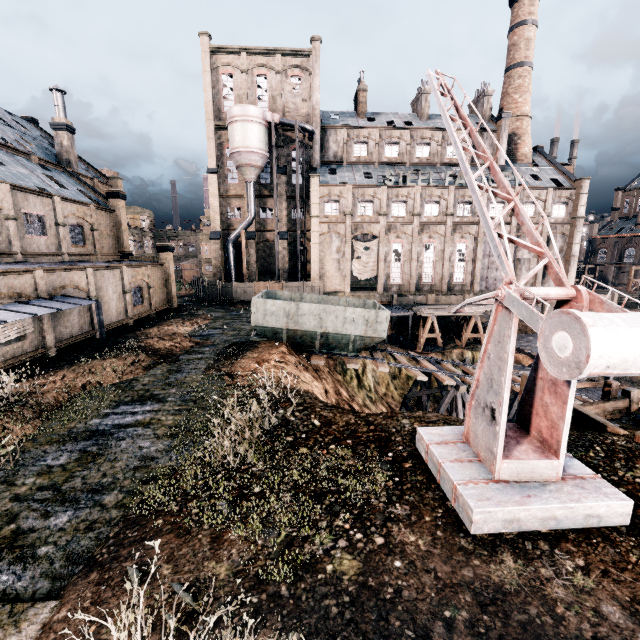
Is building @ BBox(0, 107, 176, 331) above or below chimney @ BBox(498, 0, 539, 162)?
below

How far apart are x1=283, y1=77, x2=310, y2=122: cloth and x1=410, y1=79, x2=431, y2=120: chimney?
16.2 meters

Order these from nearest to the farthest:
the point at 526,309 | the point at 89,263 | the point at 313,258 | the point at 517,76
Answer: the point at 526,309 → the point at 89,263 → the point at 313,258 → the point at 517,76

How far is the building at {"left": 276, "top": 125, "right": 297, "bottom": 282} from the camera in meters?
43.9 m

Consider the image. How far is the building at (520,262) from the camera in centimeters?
4478cm

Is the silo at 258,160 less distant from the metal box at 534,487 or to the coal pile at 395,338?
the coal pile at 395,338

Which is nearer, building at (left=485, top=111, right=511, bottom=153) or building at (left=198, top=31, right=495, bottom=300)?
building at (left=198, top=31, right=495, bottom=300)

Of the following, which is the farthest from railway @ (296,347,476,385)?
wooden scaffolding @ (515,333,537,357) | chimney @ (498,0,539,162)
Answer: chimney @ (498,0,539,162)
